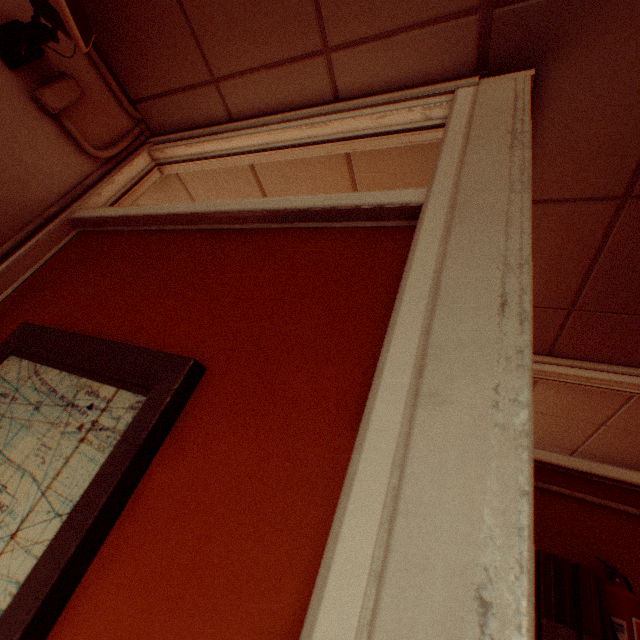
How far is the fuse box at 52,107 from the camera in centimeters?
131cm

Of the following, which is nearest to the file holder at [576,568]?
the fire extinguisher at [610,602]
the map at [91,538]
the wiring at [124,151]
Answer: the fire extinguisher at [610,602]

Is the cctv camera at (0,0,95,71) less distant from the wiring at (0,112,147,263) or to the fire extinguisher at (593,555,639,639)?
the wiring at (0,112,147,263)

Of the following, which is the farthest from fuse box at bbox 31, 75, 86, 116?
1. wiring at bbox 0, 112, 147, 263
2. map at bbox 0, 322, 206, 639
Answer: map at bbox 0, 322, 206, 639

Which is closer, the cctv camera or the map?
the map

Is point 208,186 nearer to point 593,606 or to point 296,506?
point 296,506

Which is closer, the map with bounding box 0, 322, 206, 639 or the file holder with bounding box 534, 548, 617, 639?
the map with bounding box 0, 322, 206, 639

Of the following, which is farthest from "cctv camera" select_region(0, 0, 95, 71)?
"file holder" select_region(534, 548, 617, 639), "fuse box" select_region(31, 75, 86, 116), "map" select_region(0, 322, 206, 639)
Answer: "file holder" select_region(534, 548, 617, 639)
